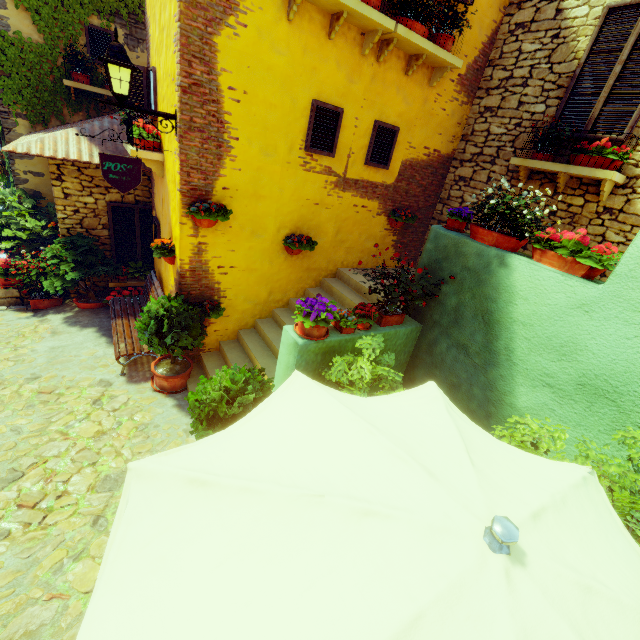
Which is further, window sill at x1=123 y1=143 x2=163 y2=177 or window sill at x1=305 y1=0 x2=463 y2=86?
window sill at x1=123 y1=143 x2=163 y2=177

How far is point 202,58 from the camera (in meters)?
3.93

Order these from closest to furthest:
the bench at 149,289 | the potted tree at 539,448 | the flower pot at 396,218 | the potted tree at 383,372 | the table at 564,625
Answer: the table at 564,625 < the potted tree at 539,448 < the potted tree at 383,372 < the bench at 149,289 < the flower pot at 396,218

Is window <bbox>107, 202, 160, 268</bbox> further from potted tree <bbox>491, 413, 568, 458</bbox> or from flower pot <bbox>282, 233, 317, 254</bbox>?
potted tree <bbox>491, 413, 568, 458</bbox>

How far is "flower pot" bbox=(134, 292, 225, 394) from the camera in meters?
4.8

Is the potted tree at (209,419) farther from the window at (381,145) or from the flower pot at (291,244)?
the window at (381,145)

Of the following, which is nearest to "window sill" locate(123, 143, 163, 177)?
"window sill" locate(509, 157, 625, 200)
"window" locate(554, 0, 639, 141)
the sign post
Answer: the sign post

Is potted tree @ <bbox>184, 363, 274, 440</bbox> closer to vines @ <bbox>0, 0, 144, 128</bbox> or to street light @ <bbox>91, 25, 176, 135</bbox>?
street light @ <bbox>91, 25, 176, 135</bbox>
